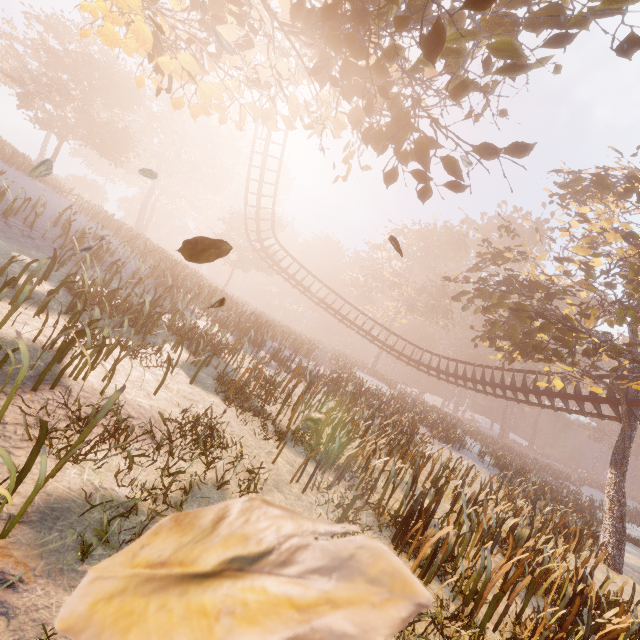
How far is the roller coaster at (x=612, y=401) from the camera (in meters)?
17.25

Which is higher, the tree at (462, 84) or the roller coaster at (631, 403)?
the tree at (462, 84)

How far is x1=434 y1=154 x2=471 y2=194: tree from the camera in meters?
5.4 m

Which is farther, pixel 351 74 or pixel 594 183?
pixel 594 183

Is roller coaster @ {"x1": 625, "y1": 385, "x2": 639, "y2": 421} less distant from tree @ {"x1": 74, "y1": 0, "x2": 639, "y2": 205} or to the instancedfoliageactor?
tree @ {"x1": 74, "y1": 0, "x2": 639, "y2": 205}

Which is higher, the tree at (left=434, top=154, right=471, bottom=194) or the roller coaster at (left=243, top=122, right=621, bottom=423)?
the tree at (left=434, top=154, right=471, bottom=194)

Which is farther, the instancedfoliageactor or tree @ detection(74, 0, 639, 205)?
the instancedfoliageactor

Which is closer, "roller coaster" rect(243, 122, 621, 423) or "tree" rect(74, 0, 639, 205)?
"tree" rect(74, 0, 639, 205)
